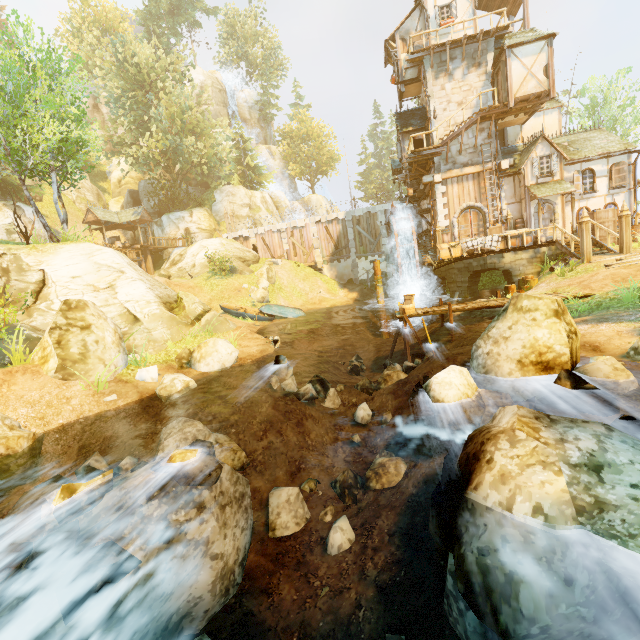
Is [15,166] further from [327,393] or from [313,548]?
[313,548]

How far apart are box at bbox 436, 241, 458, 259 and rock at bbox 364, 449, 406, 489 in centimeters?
1641cm

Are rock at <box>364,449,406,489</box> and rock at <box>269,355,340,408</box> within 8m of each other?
yes

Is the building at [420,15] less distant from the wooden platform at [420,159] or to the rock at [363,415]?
the wooden platform at [420,159]

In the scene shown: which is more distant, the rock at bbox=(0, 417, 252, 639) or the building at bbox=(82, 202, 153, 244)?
the building at bbox=(82, 202, 153, 244)

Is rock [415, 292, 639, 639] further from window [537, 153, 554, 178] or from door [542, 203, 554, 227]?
window [537, 153, 554, 178]

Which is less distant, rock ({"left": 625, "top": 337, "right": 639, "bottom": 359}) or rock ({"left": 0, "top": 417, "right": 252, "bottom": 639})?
rock ({"left": 0, "top": 417, "right": 252, "bottom": 639})

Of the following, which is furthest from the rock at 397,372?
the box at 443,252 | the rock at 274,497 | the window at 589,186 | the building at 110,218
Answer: the building at 110,218
